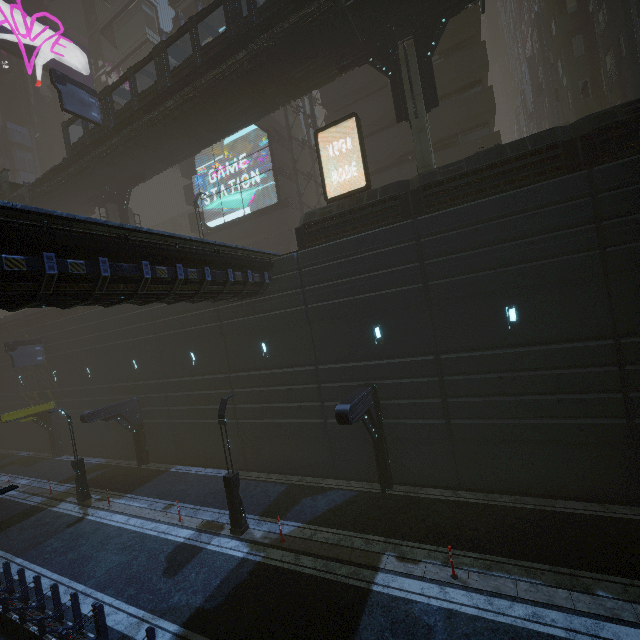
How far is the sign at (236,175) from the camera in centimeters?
2898cm

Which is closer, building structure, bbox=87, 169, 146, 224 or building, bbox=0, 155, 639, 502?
building, bbox=0, 155, 639, 502

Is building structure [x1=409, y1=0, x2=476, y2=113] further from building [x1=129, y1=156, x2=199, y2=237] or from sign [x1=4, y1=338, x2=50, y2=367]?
sign [x1=4, y1=338, x2=50, y2=367]

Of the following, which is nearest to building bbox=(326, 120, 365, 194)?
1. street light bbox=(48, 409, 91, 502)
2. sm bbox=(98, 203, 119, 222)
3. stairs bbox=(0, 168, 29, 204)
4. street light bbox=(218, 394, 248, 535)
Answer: sm bbox=(98, 203, 119, 222)

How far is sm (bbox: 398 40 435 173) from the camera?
15.9 meters

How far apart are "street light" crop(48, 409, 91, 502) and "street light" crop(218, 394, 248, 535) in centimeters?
1132cm

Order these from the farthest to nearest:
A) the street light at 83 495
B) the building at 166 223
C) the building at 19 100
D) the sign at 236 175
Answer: the building at 19 100 → the building at 166 223 → the sign at 236 175 → the street light at 83 495

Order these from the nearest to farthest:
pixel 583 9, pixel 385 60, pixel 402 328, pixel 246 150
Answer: pixel 402 328, pixel 385 60, pixel 583 9, pixel 246 150
